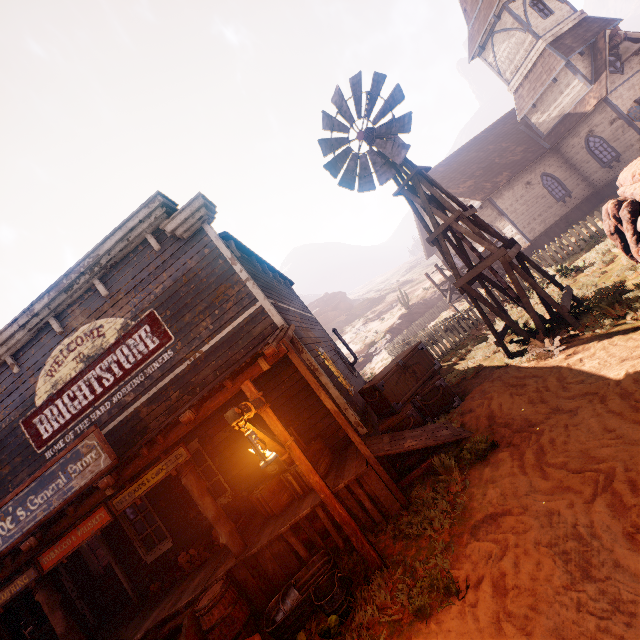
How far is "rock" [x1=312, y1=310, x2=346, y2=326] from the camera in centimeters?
5741cm

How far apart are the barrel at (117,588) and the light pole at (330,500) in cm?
851

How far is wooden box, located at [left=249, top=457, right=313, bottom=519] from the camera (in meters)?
6.48

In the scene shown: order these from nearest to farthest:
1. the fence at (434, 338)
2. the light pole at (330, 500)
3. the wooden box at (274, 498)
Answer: the light pole at (330, 500) → the wooden box at (274, 498) → the fence at (434, 338)

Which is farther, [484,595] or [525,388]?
[525,388]

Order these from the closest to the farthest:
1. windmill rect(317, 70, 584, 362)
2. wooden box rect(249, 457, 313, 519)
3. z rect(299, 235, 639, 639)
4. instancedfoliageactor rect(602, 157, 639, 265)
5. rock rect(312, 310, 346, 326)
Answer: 1. z rect(299, 235, 639, 639)
2. wooden box rect(249, 457, 313, 519)
3. instancedfoliageactor rect(602, 157, 639, 265)
4. windmill rect(317, 70, 584, 362)
5. rock rect(312, 310, 346, 326)

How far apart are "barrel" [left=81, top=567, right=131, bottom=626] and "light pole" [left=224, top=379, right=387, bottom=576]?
8.5m
